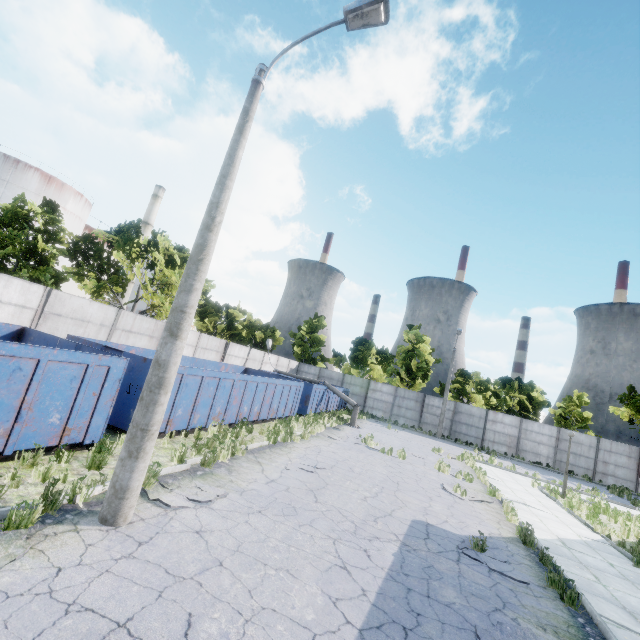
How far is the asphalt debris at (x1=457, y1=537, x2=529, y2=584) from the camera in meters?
6.7 m

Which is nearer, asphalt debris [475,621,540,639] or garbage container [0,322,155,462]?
asphalt debris [475,621,540,639]

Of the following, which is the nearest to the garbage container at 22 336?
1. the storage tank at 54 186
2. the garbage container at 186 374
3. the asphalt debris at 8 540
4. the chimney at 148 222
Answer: the garbage container at 186 374

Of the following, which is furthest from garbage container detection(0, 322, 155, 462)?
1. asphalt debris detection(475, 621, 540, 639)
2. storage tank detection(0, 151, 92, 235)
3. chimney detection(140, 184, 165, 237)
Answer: chimney detection(140, 184, 165, 237)

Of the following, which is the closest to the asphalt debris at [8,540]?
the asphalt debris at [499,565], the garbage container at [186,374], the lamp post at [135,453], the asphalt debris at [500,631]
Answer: the lamp post at [135,453]

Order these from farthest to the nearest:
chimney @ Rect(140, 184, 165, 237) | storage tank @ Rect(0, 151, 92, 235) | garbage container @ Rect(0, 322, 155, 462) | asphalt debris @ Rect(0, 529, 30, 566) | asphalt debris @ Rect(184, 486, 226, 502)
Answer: chimney @ Rect(140, 184, 165, 237) < storage tank @ Rect(0, 151, 92, 235) < asphalt debris @ Rect(184, 486, 226, 502) < garbage container @ Rect(0, 322, 155, 462) < asphalt debris @ Rect(0, 529, 30, 566)

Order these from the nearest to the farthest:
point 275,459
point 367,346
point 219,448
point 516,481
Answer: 1. point 219,448
2. point 275,459
3. point 516,481
4. point 367,346

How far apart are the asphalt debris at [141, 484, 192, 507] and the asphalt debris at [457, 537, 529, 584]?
5.5 meters
